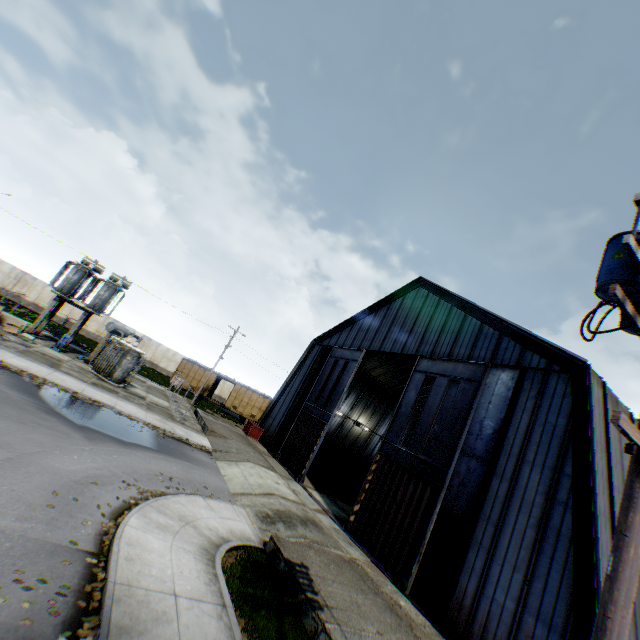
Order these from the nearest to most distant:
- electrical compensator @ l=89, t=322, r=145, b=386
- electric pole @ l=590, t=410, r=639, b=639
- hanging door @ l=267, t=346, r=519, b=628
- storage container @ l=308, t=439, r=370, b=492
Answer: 1. electric pole @ l=590, t=410, r=639, b=639
2. hanging door @ l=267, t=346, r=519, b=628
3. electrical compensator @ l=89, t=322, r=145, b=386
4. storage container @ l=308, t=439, r=370, b=492

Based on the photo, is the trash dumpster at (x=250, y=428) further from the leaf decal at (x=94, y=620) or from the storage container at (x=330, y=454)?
the leaf decal at (x=94, y=620)

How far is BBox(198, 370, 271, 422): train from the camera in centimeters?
4081cm

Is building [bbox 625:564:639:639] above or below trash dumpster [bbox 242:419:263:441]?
above

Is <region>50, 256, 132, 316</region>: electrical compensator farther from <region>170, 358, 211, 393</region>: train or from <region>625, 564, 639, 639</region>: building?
<region>625, 564, 639, 639</region>: building

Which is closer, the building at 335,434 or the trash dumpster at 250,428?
the building at 335,434

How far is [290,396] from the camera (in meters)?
30.36

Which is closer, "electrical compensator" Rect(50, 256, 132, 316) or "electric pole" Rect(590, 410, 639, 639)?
"electric pole" Rect(590, 410, 639, 639)
